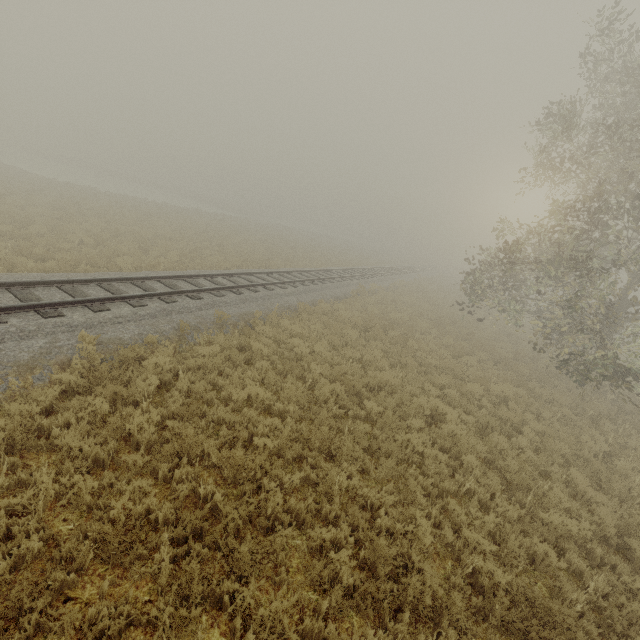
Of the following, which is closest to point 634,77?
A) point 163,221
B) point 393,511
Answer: point 393,511
